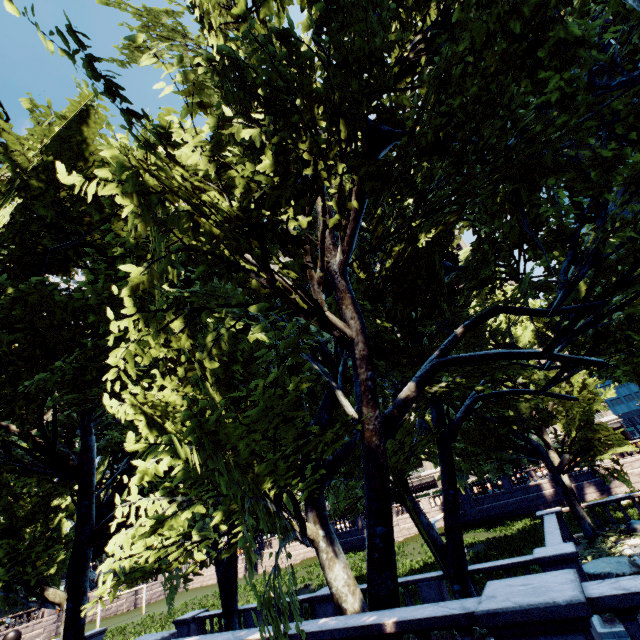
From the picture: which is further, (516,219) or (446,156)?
(516,219)

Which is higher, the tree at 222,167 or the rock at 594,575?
the tree at 222,167

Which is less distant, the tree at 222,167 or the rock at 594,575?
the tree at 222,167

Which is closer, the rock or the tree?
the tree

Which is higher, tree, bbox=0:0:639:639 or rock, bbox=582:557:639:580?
tree, bbox=0:0:639:639
